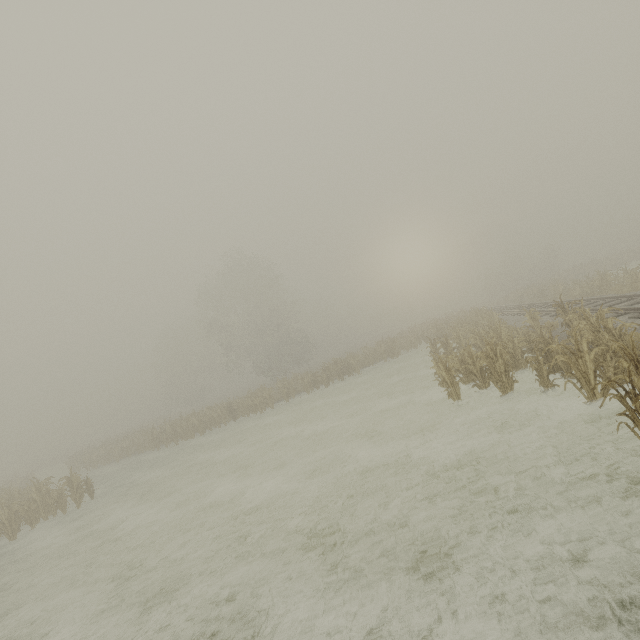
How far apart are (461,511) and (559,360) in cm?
594
